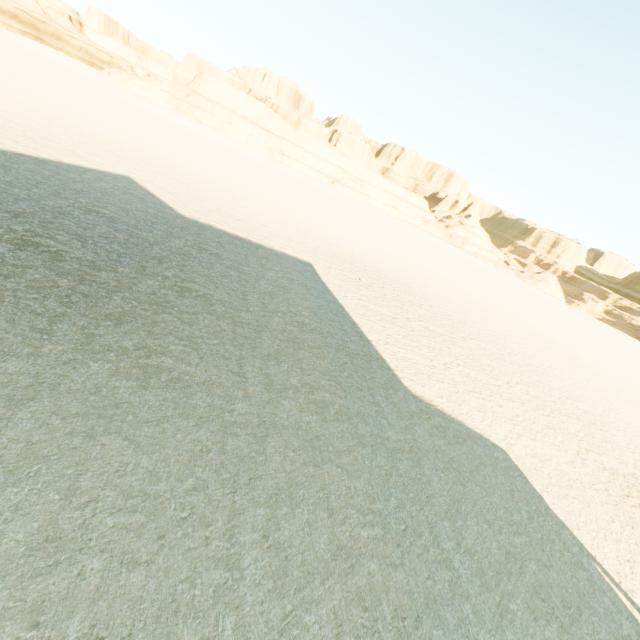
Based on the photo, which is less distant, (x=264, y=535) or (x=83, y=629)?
(x=83, y=629)
